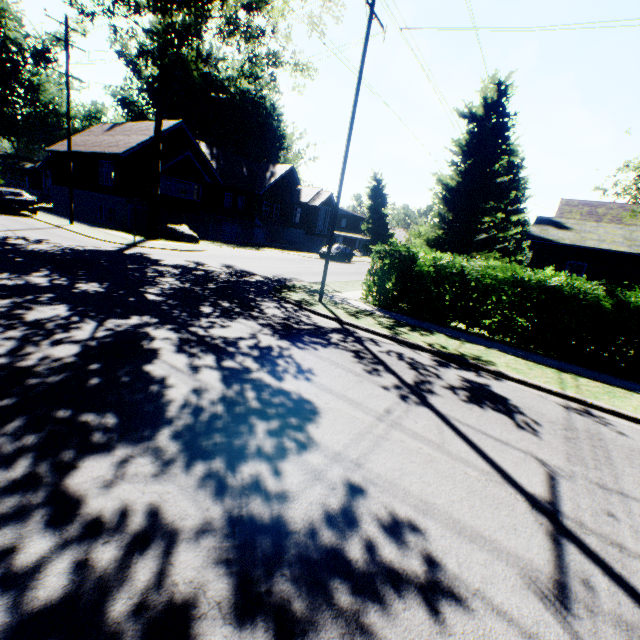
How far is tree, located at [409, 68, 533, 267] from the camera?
14.9 meters

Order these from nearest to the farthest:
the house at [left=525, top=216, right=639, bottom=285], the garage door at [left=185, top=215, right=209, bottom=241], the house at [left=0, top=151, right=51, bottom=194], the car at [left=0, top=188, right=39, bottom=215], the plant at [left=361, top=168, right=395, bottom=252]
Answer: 1. the house at [left=525, top=216, right=639, bottom=285]
2. the car at [left=0, top=188, right=39, bottom=215]
3. the garage door at [left=185, top=215, right=209, bottom=241]
4. the house at [left=0, top=151, right=51, bottom=194]
5. the plant at [left=361, top=168, right=395, bottom=252]

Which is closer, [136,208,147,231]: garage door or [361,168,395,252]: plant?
[136,208,147,231]: garage door

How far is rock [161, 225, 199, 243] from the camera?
23.8m

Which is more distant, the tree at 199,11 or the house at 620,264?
the house at 620,264

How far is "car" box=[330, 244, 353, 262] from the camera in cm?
3191

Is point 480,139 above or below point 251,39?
below

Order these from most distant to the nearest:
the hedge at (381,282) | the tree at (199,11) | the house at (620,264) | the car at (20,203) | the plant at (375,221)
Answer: the plant at (375,221) → the car at (20,203) → the house at (620,264) → the tree at (199,11) → the hedge at (381,282)
